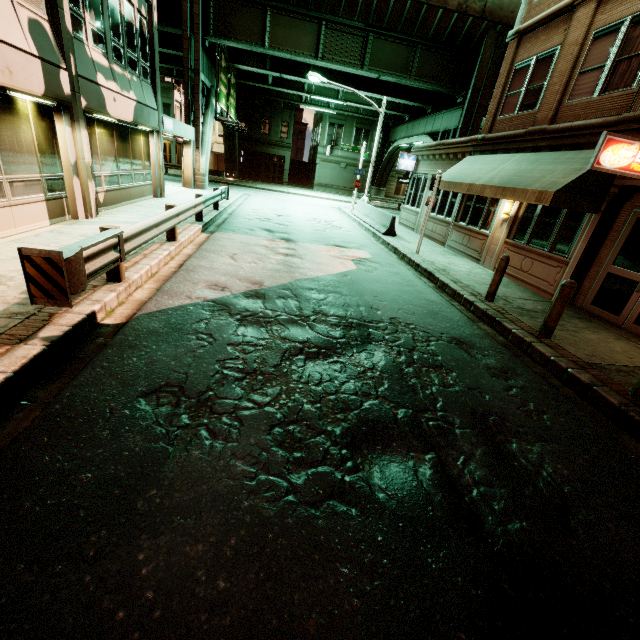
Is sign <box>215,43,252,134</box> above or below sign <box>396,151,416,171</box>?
above

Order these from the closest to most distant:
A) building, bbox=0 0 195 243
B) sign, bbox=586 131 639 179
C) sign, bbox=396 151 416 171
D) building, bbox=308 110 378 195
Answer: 1. sign, bbox=586 131 639 179
2. building, bbox=0 0 195 243
3. sign, bbox=396 151 416 171
4. building, bbox=308 110 378 195

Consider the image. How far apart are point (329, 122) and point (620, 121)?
38.3 meters

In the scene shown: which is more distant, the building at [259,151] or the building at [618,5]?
the building at [259,151]

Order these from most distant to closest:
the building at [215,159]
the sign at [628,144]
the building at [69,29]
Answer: the building at [215,159]
the building at [69,29]
the sign at [628,144]

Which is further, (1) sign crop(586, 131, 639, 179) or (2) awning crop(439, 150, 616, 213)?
(2) awning crop(439, 150, 616, 213)

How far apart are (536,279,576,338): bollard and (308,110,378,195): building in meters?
40.8

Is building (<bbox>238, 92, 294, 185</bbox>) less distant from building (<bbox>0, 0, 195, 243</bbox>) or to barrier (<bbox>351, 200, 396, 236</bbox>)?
building (<bbox>0, 0, 195, 243</bbox>)
